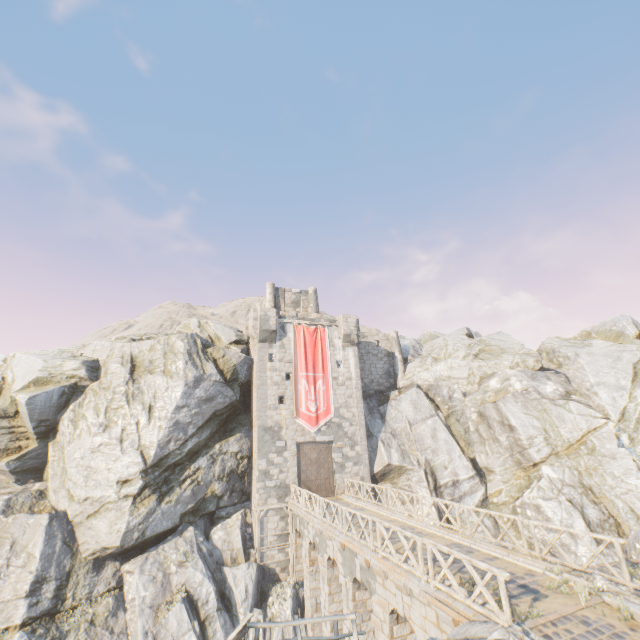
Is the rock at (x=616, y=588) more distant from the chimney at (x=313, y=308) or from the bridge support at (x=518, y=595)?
the chimney at (x=313, y=308)

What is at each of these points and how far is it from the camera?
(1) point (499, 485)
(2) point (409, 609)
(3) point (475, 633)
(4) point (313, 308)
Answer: (1) rock, 24.09m
(2) bridge support, 10.34m
(3) rock, 7.10m
(4) chimney, 34.44m

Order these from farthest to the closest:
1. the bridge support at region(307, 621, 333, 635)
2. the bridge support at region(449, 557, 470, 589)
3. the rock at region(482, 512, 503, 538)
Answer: the rock at region(482, 512, 503, 538) → the bridge support at region(307, 621, 333, 635) → the bridge support at region(449, 557, 470, 589)

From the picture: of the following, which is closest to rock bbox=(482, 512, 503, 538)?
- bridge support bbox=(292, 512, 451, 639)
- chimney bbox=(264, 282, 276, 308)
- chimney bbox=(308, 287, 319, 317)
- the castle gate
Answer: bridge support bbox=(292, 512, 451, 639)

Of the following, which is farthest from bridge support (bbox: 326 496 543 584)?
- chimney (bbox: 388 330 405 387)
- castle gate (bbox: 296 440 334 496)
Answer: chimney (bbox: 388 330 405 387)

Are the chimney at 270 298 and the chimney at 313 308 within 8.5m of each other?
yes

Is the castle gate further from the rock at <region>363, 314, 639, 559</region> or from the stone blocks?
the rock at <region>363, 314, 639, 559</region>

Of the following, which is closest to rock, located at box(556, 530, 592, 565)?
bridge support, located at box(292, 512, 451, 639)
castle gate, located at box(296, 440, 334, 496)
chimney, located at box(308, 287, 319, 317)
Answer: bridge support, located at box(292, 512, 451, 639)
